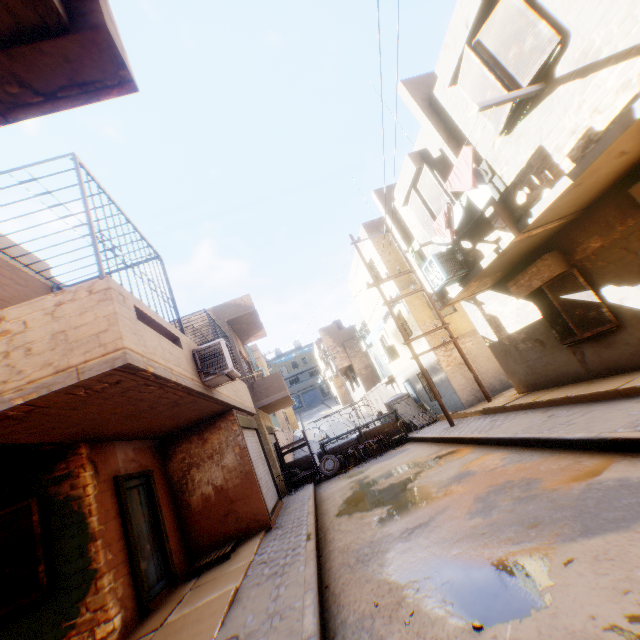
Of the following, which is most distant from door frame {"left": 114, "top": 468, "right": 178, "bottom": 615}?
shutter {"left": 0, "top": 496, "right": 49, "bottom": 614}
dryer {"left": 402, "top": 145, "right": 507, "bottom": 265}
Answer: dryer {"left": 402, "top": 145, "right": 507, "bottom": 265}

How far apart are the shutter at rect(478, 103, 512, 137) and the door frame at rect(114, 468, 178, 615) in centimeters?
1011cm

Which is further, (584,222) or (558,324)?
(558,324)

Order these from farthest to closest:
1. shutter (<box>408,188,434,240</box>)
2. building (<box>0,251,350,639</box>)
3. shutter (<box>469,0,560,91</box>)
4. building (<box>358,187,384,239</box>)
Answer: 1. building (<box>358,187,384,239</box>)
2. shutter (<box>408,188,434,240</box>)
3. shutter (<box>469,0,560,91</box>)
4. building (<box>0,251,350,639</box>)

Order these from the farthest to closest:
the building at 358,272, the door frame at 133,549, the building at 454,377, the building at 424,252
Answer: the building at 358,272, the building at 454,377, the building at 424,252, the door frame at 133,549

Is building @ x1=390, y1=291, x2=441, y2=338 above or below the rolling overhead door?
above

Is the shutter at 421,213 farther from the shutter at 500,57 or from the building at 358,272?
the shutter at 500,57

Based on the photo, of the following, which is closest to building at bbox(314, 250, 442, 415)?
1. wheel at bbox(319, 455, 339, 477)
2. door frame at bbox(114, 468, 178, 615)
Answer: door frame at bbox(114, 468, 178, 615)
